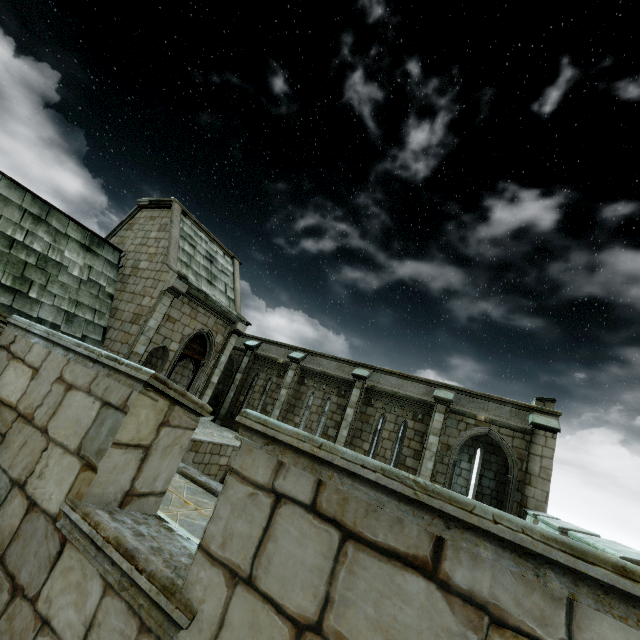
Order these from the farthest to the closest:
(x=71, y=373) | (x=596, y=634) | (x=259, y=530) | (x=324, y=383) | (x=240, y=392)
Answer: (x=240, y=392) < (x=324, y=383) < (x=71, y=373) < (x=259, y=530) < (x=596, y=634)
